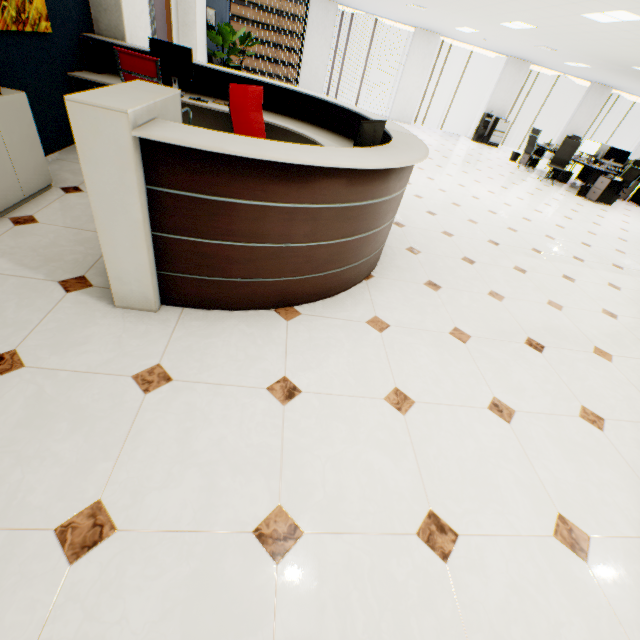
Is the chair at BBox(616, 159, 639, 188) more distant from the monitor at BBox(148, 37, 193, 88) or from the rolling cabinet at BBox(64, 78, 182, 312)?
the rolling cabinet at BBox(64, 78, 182, 312)

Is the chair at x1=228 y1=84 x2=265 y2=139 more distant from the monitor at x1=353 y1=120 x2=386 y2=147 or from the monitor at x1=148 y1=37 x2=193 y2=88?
the monitor at x1=148 y1=37 x2=193 y2=88

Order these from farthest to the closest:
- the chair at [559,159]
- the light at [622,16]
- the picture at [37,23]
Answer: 1. the chair at [559,159]
2. the light at [622,16]
3. the picture at [37,23]

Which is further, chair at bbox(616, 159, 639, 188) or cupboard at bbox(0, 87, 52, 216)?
chair at bbox(616, 159, 639, 188)

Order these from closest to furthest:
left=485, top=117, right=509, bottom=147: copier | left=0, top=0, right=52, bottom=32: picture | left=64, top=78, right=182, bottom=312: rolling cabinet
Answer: left=64, top=78, right=182, bottom=312: rolling cabinet < left=0, top=0, right=52, bottom=32: picture < left=485, top=117, right=509, bottom=147: copier

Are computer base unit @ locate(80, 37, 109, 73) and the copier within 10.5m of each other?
no

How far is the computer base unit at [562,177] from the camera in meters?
10.3 m

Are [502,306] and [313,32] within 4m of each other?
no
